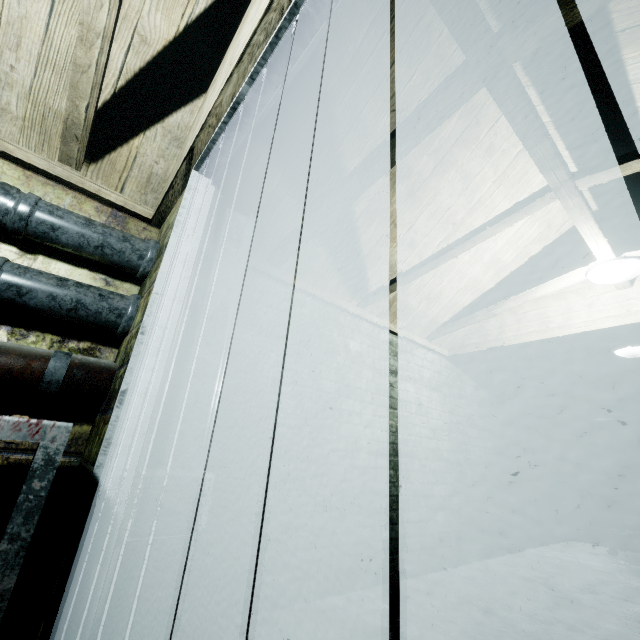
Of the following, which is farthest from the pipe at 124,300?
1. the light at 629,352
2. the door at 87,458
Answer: the light at 629,352

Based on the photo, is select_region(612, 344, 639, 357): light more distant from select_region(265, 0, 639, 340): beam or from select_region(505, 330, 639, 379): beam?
select_region(265, 0, 639, 340): beam

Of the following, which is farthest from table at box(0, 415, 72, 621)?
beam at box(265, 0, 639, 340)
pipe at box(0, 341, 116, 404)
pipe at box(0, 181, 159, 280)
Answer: beam at box(265, 0, 639, 340)

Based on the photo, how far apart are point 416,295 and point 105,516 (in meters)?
2.67

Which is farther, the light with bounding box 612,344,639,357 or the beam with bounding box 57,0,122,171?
the light with bounding box 612,344,639,357

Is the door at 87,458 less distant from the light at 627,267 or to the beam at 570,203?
the beam at 570,203

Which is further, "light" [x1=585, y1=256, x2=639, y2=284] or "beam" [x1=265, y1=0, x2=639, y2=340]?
"light" [x1=585, y1=256, x2=639, y2=284]

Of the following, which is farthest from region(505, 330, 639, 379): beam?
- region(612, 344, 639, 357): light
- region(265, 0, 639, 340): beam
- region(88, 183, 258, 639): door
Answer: region(88, 183, 258, 639): door
